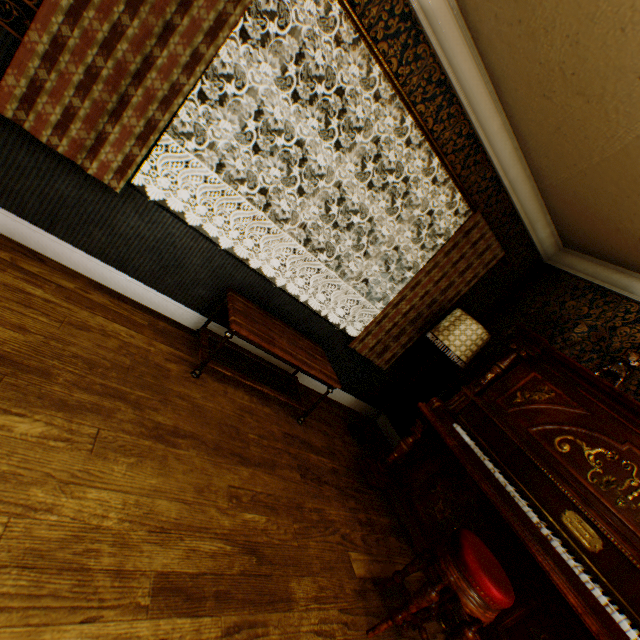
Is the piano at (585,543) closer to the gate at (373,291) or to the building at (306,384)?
the building at (306,384)

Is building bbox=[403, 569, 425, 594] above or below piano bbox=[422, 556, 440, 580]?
below

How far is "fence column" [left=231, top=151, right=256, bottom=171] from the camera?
14.8m

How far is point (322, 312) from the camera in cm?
347

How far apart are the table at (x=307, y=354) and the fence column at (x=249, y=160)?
14.1 meters

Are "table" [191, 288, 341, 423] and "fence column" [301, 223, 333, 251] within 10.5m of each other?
no

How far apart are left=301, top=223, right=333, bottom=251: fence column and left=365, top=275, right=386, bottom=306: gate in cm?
437

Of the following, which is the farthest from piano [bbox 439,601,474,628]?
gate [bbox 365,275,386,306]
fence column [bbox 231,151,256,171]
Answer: gate [bbox 365,275,386,306]
